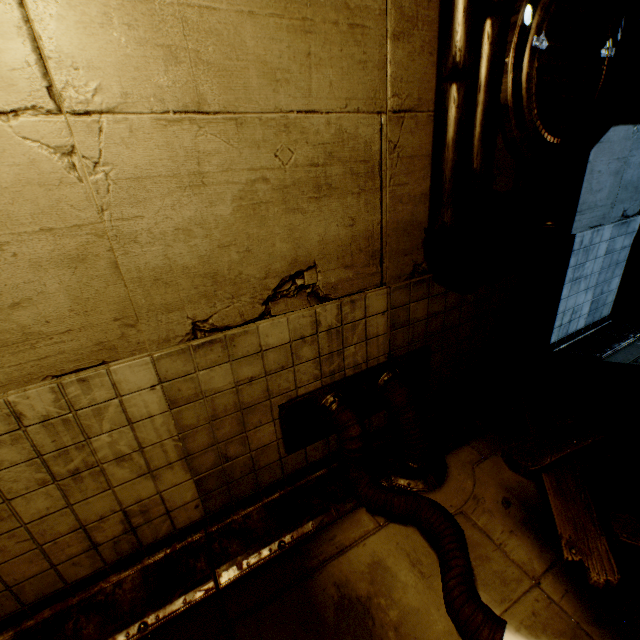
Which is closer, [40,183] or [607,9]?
[40,183]

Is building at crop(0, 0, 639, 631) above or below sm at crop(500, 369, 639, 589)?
above

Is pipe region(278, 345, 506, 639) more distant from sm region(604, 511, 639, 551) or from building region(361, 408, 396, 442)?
sm region(604, 511, 639, 551)

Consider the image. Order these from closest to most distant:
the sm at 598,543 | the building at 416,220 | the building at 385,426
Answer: the building at 416,220 < the sm at 598,543 < the building at 385,426

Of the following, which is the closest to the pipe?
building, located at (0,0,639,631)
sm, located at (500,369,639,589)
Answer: building, located at (0,0,639,631)

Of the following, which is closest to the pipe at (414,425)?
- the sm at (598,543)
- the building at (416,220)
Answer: the building at (416,220)

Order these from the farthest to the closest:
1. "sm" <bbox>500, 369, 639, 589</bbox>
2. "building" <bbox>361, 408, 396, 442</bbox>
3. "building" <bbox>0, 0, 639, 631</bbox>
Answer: "building" <bbox>361, 408, 396, 442</bbox> → "sm" <bbox>500, 369, 639, 589</bbox> → "building" <bbox>0, 0, 639, 631</bbox>
